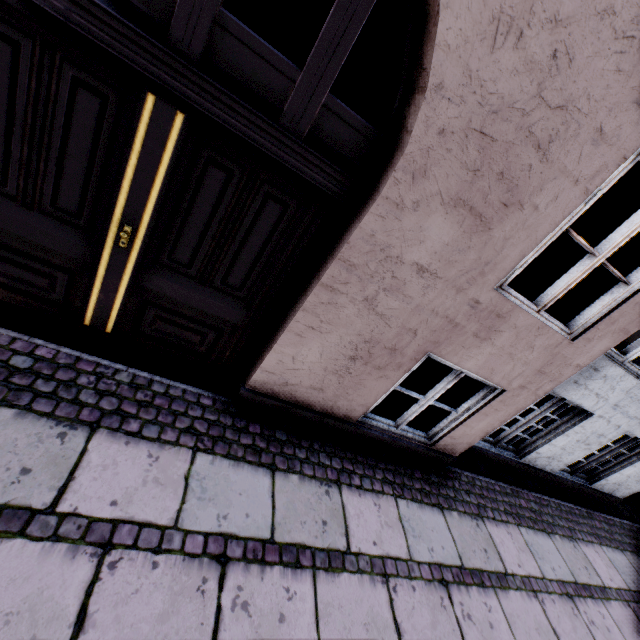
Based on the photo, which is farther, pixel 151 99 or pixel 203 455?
pixel 203 455
